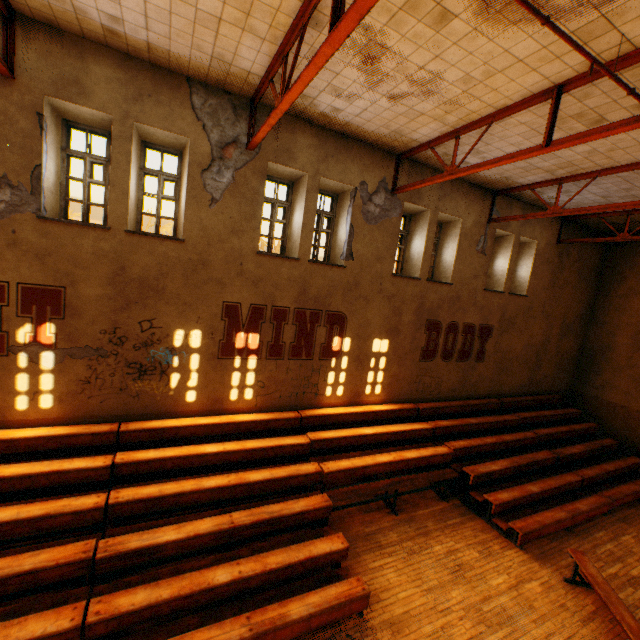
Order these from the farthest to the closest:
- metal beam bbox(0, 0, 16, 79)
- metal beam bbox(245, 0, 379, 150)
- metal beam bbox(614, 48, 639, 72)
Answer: metal beam bbox(0, 0, 16, 79)
metal beam bbox(614, 48, 639, 72)
metal beam bbox(245, 0, 379, 150)

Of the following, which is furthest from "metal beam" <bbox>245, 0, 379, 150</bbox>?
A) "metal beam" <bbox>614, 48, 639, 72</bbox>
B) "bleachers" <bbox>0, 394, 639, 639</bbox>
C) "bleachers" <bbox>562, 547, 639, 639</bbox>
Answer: "bleachers" <bbox>562, 547, 639, 639</bbox>

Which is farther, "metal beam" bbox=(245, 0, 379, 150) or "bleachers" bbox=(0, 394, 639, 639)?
"bleachers" bbox=(0, 394, 639, 639)

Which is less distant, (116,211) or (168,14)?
(168,14)

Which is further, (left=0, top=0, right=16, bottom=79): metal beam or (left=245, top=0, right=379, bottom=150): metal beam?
(left=0, top=0, right=16, bottom=79): metal beam

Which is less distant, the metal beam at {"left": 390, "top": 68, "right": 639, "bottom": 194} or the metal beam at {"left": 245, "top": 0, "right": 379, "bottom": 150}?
the metal beam at {"left": 245, "top": 0, "right": 379, "bottom": 150}

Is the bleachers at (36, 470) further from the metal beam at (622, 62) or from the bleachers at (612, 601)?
the metal beam at (622, 62)

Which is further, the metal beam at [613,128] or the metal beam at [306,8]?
the metal beam at [613,128]
